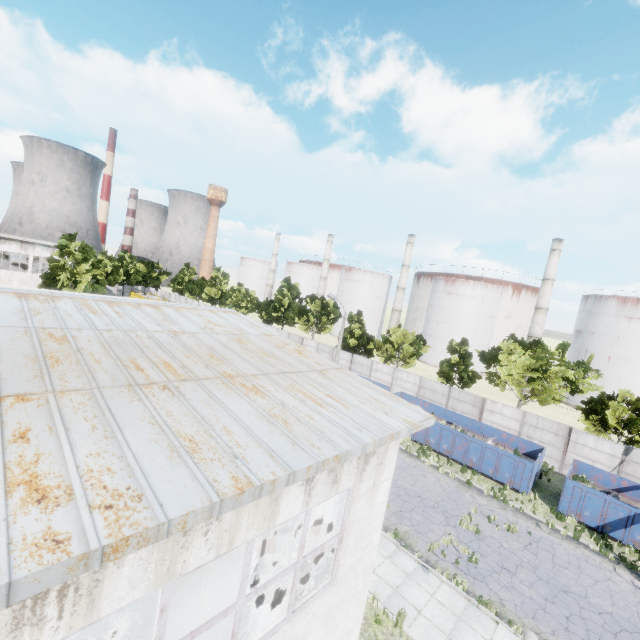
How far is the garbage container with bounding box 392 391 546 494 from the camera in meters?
20.4

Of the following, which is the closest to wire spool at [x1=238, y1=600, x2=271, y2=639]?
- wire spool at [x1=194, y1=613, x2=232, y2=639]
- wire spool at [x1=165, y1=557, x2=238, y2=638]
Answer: wire spool at [x1=194, y1=613, x2=232, y2=639]

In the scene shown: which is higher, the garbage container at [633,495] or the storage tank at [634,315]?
the storage tank at [634,315]

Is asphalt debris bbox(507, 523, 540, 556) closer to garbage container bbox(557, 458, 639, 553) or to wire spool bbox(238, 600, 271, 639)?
garbage container bbox(557, 458, 639, 553)

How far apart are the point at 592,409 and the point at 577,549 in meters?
11.9 m

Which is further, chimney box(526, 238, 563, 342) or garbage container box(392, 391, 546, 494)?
chimney box(526, 238, 563, 342)

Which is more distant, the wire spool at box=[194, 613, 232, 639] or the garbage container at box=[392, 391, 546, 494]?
the garbage container at box=[392, 391, 546, 494]

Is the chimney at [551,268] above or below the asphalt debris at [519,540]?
above
